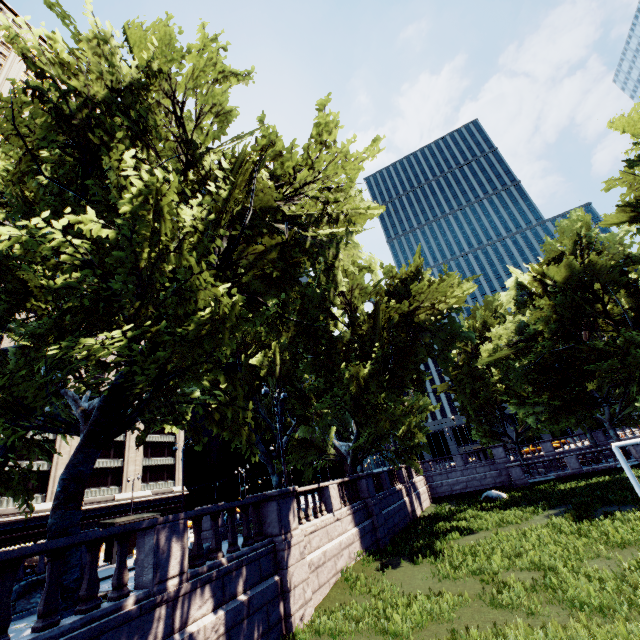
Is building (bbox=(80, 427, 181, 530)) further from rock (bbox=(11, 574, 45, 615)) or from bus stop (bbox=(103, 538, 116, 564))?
rock (bbox=(11, 574, 45, 615))

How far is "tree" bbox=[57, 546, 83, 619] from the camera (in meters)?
6.96

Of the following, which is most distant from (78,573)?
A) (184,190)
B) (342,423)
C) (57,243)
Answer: (342,423)

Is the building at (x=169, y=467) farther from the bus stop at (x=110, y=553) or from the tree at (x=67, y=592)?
the bus stop at (x=110, y=553)

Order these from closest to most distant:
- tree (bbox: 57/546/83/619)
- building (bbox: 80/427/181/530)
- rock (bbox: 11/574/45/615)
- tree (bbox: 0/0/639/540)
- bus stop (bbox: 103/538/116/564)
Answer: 1. tree (bbox: 57/546/83/619)
2. tree (bbox: 0/0/639/540)
3. rock (bbox: 11/574/45/615)
4. bus stop (bbox: 103/538/116/564)
5. building (bbox: 80/427/181/530)

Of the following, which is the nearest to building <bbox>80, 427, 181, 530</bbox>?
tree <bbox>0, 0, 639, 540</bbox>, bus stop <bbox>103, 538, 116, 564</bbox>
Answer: tree <bbox>0, 0, 639, 540</bbox>
